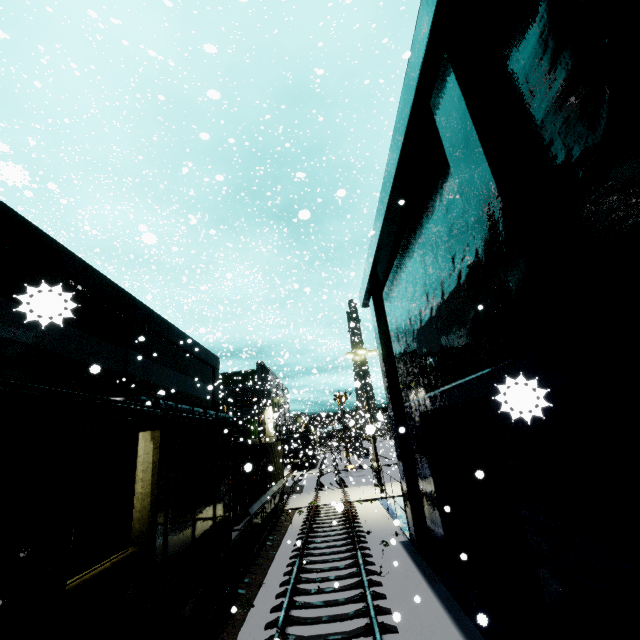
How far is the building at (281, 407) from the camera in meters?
42.3 m

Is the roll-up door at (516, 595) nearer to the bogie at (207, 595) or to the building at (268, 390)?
the building at (268, 390)

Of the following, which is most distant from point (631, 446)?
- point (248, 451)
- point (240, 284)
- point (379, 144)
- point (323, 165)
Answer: point (240, 284)

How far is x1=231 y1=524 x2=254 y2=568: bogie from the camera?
10.9 meters

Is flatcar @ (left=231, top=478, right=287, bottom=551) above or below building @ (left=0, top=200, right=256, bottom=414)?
below

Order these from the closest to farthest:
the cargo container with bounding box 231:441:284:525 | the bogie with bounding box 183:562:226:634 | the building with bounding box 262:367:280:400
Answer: the bogie with bounding box 183:562:226:634 → the cargo container with bounding box 231:441:284:525 → the building with bounding box 262:367:280:400

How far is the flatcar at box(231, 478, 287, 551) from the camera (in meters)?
10.35

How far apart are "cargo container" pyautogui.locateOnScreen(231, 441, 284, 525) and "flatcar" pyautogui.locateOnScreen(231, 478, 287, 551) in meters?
0.0 m
